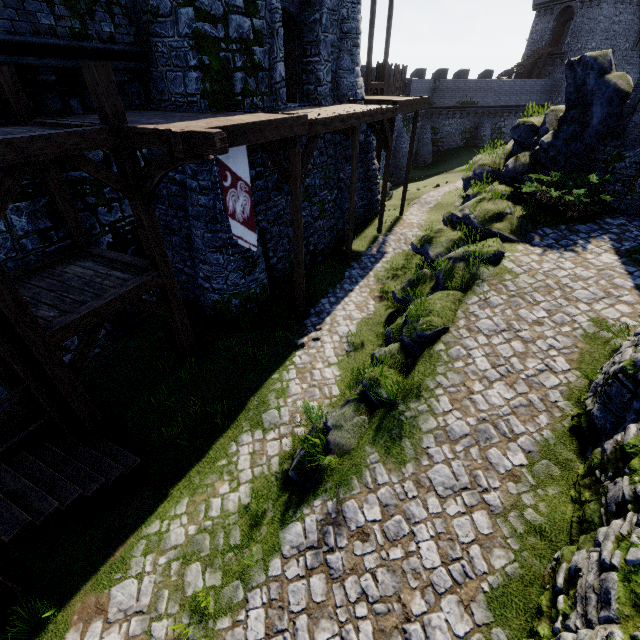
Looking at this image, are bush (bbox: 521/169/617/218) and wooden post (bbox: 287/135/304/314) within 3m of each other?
no

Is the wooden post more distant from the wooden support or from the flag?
the wooden support

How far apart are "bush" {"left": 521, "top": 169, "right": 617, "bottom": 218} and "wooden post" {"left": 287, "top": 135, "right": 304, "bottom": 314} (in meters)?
7.86

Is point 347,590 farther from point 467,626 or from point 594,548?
point 594,548

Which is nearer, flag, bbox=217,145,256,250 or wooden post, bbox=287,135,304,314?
flag, bbox=217,145,256,250

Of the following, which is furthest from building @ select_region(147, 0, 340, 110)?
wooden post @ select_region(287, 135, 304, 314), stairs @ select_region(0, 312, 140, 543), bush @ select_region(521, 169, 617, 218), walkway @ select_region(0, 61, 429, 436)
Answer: bush @ select_region(521, 169, 617, 218)

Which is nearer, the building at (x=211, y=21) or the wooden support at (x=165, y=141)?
the wooden support at (x=165, y=141)

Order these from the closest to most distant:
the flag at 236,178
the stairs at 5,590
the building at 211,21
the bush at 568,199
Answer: the stairs at 5,590 → the flag at 236,178 → the building at 211,21 → the bush at 568,199
